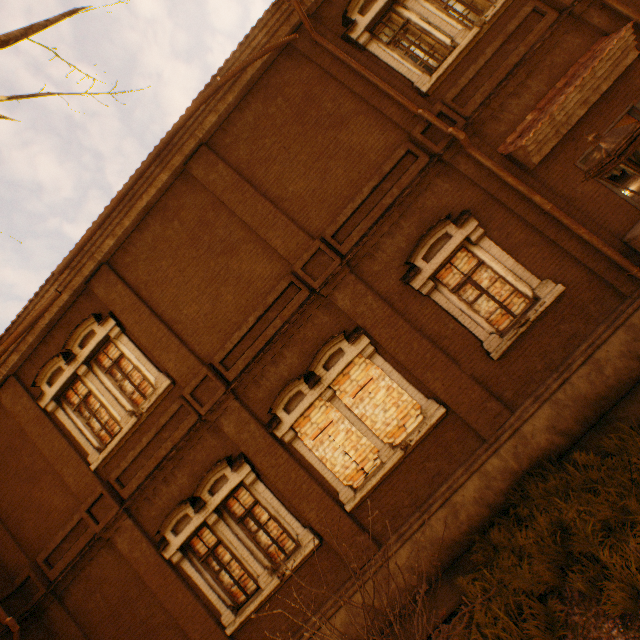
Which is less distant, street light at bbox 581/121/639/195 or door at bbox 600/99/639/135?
street light at bbox 581/121/639/195

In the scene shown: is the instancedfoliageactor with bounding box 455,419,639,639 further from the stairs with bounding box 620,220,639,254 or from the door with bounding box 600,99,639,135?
the door with bounding box 600,99,639,135

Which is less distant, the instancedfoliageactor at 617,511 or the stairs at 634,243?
the instancedfoliageactor at 617,511

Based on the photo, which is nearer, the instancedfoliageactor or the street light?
the street light

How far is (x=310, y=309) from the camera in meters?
7.5

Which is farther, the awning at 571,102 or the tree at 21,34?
the awning at 571,102

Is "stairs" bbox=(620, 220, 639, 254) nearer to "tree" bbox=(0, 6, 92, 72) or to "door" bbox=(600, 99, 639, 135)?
"door" bbox=(600, 99, 639, 135)

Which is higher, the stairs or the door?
the door
